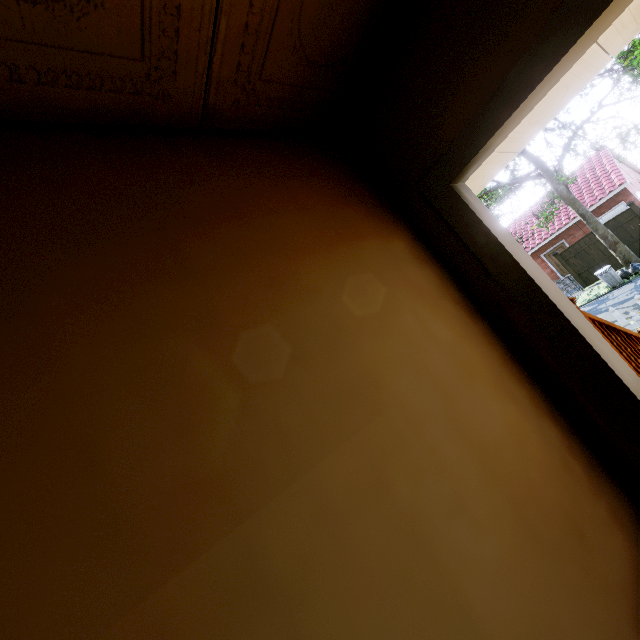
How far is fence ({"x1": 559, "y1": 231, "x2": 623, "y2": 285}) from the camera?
17.0m

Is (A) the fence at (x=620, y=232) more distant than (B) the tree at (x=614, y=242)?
Yes

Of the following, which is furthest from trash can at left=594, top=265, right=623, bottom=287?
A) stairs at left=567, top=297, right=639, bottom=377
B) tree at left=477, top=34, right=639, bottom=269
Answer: stairs at left=567, top=297, right=639, bottom=377

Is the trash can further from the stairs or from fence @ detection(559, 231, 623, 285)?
the stairs

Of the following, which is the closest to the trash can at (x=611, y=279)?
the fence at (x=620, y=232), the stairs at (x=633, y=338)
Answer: the fence at (x=620, y=232)

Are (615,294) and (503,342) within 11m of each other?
no

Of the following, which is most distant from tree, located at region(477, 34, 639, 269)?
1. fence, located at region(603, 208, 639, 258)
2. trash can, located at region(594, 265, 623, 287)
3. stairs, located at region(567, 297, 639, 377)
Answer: stairs, located at region(567, 297, 639, 377)

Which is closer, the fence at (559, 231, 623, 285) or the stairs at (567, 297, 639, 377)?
the stairs at (567, 297, 639, 377)
